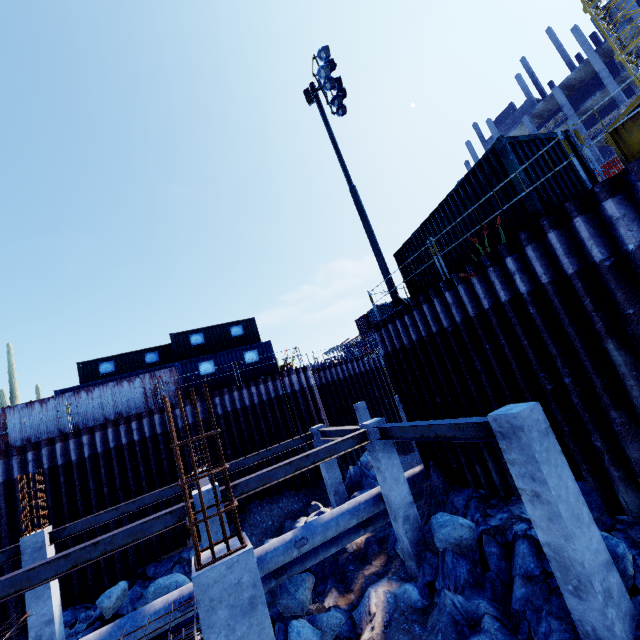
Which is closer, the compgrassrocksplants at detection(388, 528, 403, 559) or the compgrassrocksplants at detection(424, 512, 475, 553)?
the compgrassrocksplants at detection(424, 512, 475, 553)

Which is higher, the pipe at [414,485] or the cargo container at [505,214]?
the cargo container at [505,214]

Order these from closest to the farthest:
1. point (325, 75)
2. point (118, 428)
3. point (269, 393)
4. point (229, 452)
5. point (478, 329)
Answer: point (478, 329) < point (325, 75) < point (118, 428) < point (229, 452) < point (269, 393)

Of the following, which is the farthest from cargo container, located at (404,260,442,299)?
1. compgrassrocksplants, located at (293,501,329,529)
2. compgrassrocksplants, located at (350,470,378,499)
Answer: compgrassrocksplants, located at (293,501,329,529)

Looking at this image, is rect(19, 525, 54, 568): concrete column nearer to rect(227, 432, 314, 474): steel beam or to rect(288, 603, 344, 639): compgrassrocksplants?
rect(288, 603, 344, 639): compgrassrocksplants

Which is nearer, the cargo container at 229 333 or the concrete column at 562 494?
the concrete column at 562 494

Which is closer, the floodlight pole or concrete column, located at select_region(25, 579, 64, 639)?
concrete column, located at select_region(25, 579, 64, 639)

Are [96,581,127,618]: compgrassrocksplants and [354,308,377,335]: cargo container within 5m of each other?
no
